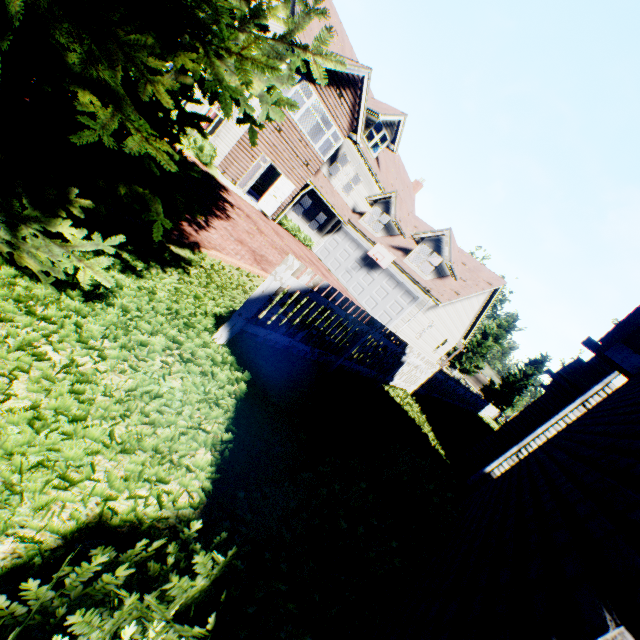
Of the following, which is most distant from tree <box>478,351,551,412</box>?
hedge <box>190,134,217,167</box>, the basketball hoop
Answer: the basketball hoop

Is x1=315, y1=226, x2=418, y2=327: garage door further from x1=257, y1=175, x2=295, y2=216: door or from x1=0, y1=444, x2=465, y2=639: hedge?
x1=0, y1=444, x2=465, y2=639: hedge

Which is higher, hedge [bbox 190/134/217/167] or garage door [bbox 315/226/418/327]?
garage door [bbox 315/226/418/327]

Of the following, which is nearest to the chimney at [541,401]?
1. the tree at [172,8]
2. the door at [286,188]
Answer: the tree at [172,8]

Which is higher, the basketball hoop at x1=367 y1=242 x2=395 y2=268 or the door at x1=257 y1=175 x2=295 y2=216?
the basketball hoop at x1=367 y1=242 x2=395 y2=268

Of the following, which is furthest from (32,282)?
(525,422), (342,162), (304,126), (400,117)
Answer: (342,162)

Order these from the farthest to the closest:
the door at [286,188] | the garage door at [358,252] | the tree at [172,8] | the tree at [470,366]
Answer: the tree at [470,366]
the garage door at [358,252]
the door at [286,188]
the tree at [172,8]

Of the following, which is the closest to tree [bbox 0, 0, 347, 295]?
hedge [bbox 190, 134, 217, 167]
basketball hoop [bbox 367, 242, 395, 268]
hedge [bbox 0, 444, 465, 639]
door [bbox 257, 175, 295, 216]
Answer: hedge [bbox 0, 444, 465, 639]
